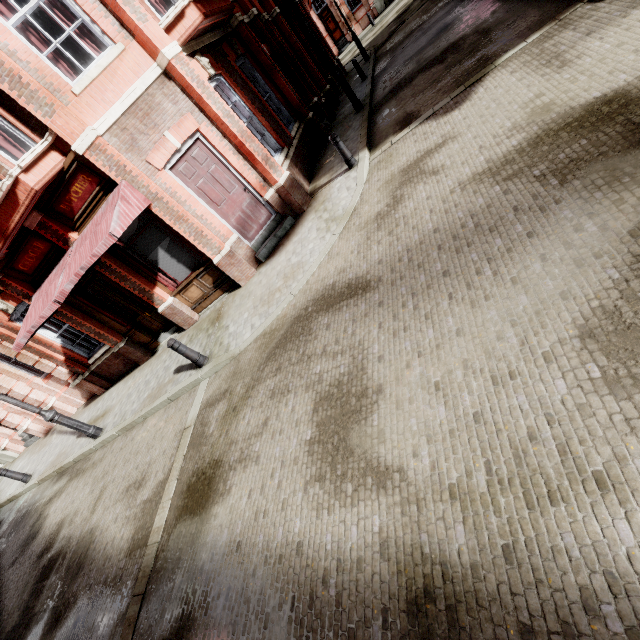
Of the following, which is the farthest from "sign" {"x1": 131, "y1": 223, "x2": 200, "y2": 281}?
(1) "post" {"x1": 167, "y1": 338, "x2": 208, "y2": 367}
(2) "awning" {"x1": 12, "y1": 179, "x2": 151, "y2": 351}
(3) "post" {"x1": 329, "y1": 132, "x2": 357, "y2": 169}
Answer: (3) "post" {"x1": 329, "y1": 132, "x2": 357, "y2": 169}

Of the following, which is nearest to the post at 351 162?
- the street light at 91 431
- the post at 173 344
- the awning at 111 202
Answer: the awning at 111 202

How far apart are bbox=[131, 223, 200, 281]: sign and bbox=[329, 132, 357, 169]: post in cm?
473

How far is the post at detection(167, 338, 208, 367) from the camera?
7.0 meters

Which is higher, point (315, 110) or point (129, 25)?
point (129, 25)

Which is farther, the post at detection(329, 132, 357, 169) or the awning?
the post at detection(329, 132, 357, 169)

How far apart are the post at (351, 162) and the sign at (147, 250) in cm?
473

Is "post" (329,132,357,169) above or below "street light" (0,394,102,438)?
below
